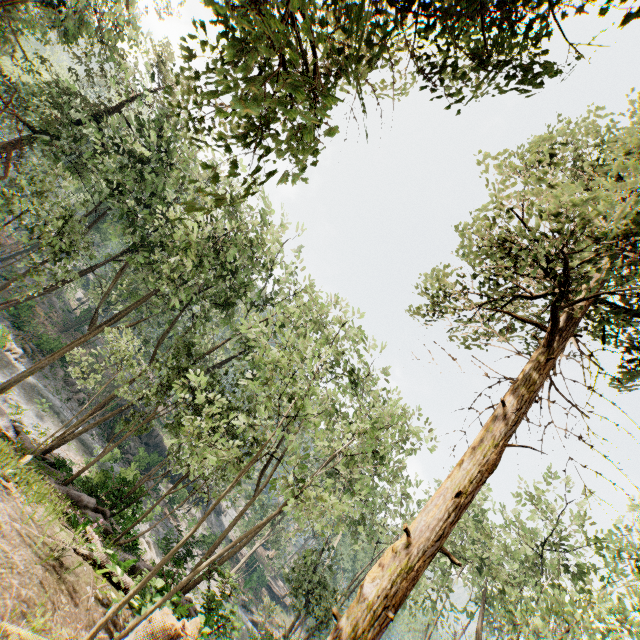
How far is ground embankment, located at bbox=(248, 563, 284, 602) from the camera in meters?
46.5 m

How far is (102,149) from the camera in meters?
19.5 m

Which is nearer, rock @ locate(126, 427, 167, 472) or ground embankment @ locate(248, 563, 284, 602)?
rock @ locate(126, 427, 167, 472)

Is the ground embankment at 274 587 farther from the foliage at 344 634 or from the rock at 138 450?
the rock at 138 450

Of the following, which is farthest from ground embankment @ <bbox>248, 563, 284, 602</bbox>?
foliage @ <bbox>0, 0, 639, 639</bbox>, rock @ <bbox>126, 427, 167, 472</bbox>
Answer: rock @ <bbox>126, 427, 167, 472</bbox>

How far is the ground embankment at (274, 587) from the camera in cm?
4647

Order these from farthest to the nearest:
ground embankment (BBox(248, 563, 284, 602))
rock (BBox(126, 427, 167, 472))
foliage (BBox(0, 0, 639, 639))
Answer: ground embankment (BBox(248, 563, 284, 602)) < rock (BBox(126, 427, 167, 472)) < foliage (BBox(0, 0, 639, 639))
